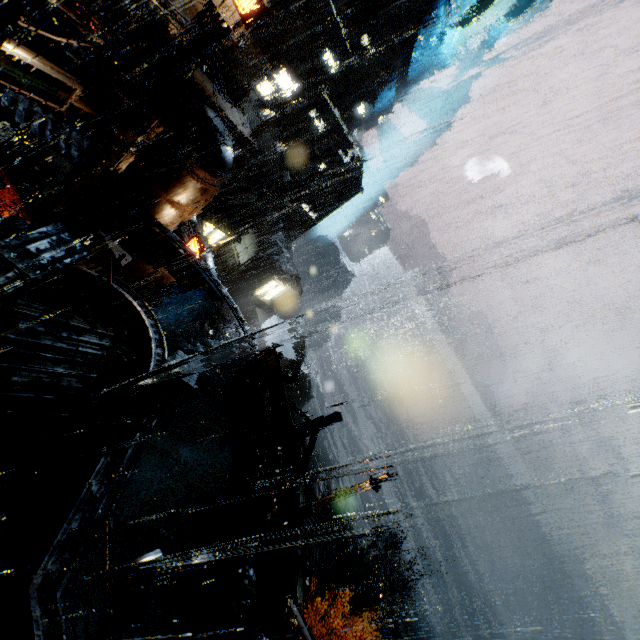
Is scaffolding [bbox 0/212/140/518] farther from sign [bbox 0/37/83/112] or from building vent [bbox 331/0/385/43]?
building vent [bbox 331/0/385/43]

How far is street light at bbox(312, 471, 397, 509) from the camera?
16.8m

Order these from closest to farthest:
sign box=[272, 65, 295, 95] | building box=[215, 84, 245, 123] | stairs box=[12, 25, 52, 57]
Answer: stairs box=[12, 25, 52, 57]
building box=[215, 84, 245, 123]
sign box=[272, 65, 295, 95]

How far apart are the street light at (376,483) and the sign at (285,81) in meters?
39.1

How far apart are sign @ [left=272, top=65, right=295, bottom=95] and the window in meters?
25.6

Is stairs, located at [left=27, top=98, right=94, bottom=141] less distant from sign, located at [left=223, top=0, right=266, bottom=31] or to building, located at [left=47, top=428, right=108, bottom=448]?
building, located at [left=47, top=428, right=108, bottom=448]

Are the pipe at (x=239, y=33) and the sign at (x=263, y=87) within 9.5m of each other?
yes

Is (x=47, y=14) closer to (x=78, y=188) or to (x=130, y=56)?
(x=78, y=188)
